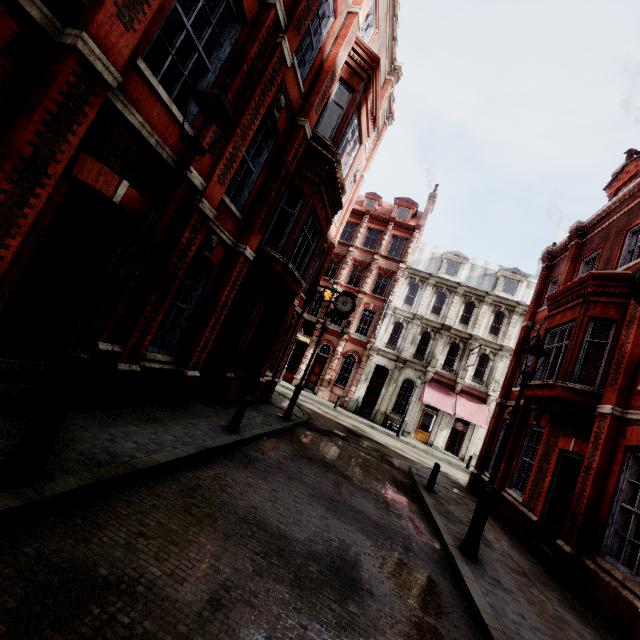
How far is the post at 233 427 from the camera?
7.9 meters

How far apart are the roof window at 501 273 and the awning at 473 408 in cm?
908

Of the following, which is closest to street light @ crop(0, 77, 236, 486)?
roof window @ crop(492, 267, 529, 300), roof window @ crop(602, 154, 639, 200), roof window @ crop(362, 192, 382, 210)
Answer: roof window @ crop(602, 154, 639, 200)

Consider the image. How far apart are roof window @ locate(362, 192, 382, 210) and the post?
30.1m

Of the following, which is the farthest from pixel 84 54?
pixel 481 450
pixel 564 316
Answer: pixel 481 450

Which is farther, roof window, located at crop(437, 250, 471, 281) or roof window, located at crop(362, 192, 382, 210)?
roof window, located at crop(362, 192, 382, 210)

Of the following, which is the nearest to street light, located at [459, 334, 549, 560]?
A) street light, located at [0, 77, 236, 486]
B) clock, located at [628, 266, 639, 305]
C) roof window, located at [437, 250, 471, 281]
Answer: clock, located at [628, 266, 639, 305]

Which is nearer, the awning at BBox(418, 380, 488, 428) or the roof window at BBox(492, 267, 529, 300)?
the awning at BBox(418, 380, 488, 428)
